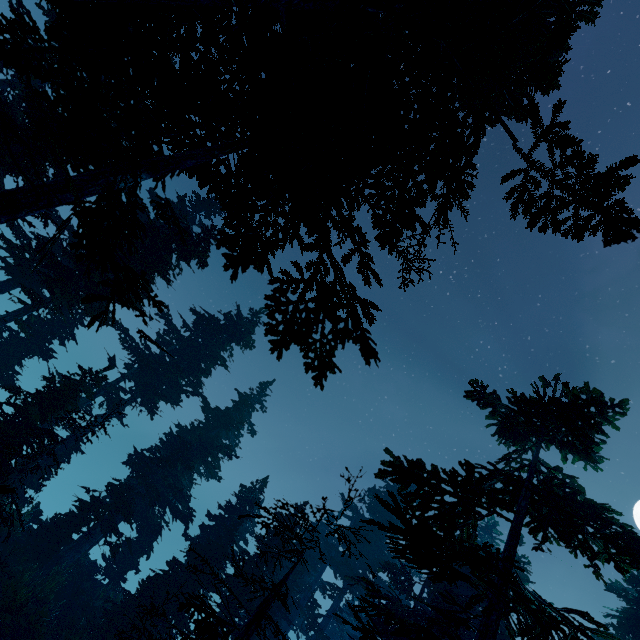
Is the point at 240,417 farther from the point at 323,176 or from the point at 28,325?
the point at 323,176
